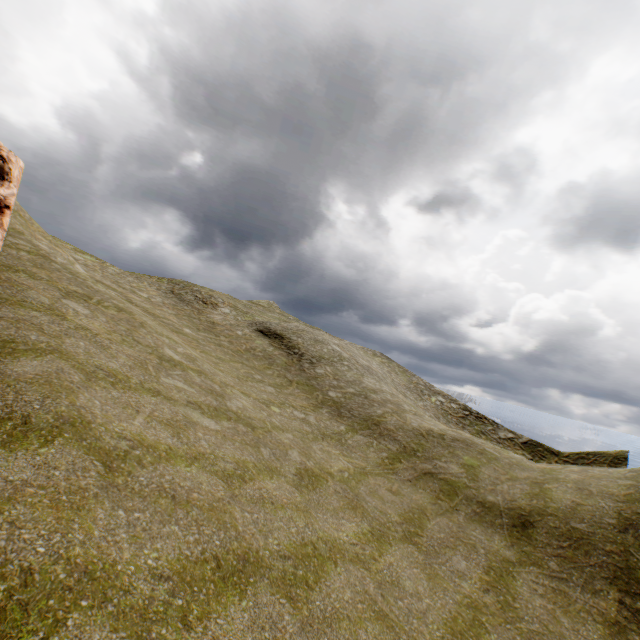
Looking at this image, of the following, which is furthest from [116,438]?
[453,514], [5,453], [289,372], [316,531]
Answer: [289,372]
